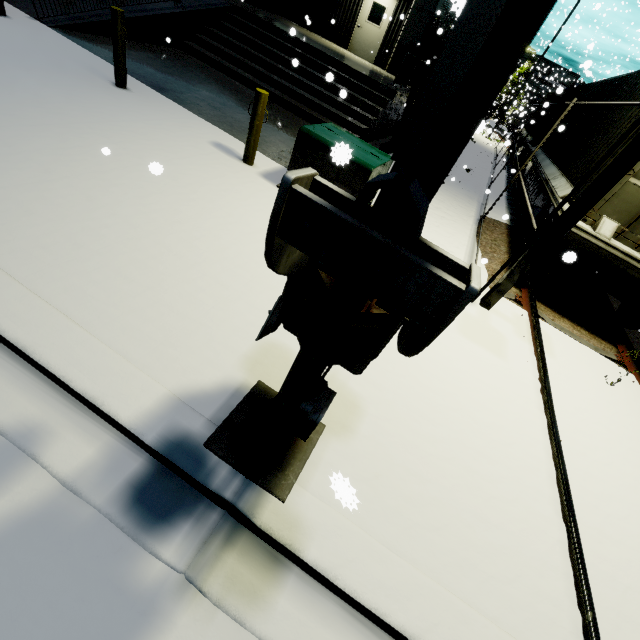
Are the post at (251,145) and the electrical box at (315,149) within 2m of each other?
yes

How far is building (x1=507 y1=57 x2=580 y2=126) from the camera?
36.5 meters

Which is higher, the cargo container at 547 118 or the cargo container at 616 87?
the cargo container at 616 87

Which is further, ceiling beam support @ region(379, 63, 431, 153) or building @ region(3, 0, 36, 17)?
ceiling beam support @ region(379, 63, 431, 153)

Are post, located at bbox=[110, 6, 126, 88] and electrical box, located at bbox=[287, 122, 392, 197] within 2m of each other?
no

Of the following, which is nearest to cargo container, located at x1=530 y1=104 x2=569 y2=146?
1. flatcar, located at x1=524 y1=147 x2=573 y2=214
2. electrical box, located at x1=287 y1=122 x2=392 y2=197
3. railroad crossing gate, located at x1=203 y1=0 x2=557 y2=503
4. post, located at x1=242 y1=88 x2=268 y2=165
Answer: flatcar, located at x1=524 y1=147 x2=573 y2=214

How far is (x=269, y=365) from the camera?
3.0m

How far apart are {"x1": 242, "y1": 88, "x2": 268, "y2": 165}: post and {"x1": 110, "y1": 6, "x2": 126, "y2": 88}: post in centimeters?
266cm
